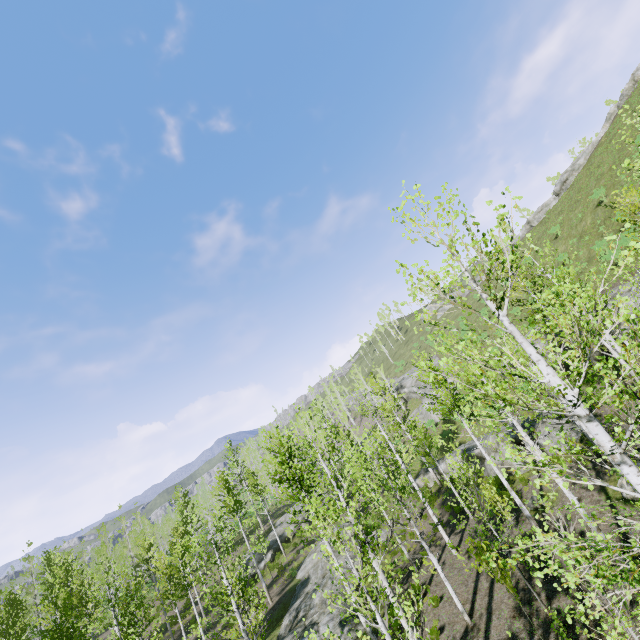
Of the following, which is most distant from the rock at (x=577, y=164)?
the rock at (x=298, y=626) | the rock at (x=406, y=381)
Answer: the rock at (x=298, y=626)

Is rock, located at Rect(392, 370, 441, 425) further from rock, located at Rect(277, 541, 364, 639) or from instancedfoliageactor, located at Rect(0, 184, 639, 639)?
rock, located at Rect(277, 541, 364, 639)

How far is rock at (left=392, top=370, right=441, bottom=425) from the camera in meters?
43.9 m

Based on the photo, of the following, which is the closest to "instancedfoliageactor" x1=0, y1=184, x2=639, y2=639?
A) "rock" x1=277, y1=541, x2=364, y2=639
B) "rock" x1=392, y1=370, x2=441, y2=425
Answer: "rock" x1=392, y1=370, x2=441, y2=425

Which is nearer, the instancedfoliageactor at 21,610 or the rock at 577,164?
the instancedfoliageactor at 21,610

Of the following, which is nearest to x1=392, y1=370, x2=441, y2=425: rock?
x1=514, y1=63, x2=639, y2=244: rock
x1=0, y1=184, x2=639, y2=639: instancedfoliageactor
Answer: x1=0, y1=184, x2=639, y2=639: instancedfoliageactor

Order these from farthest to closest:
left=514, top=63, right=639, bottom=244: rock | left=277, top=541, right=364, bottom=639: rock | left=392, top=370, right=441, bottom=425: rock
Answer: left=392, top=370, right=441, bottom=425: rock → left=514, top=63, right=639, bottom=244: rock → left=277, top=541, right=364, bottom=639: rock

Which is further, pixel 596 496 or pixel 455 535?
pixel 455 535
